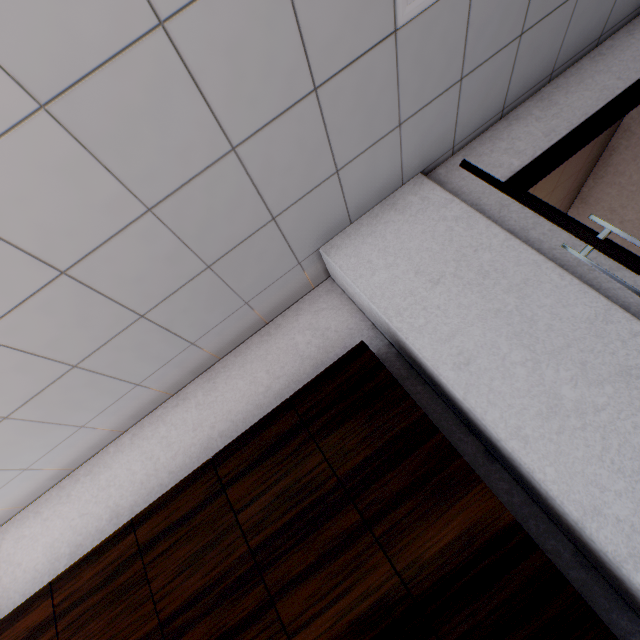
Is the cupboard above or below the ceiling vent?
below

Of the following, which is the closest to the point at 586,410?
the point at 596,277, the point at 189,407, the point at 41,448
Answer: the point at 596,277

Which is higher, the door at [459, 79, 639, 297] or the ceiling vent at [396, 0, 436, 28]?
the ceiling vent at [396, 0, 436, 28]

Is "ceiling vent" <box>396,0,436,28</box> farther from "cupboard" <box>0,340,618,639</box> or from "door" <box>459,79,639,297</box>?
"cupboard" <box>0,340,618,639</box>

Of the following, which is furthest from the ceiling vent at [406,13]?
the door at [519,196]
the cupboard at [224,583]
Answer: the cupboard at [224,583]

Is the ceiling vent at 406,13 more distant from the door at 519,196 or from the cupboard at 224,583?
the cupboard at 224,583

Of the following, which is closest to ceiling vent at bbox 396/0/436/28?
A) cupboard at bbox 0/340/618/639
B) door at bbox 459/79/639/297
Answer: door at bbox 459/79/639/297
